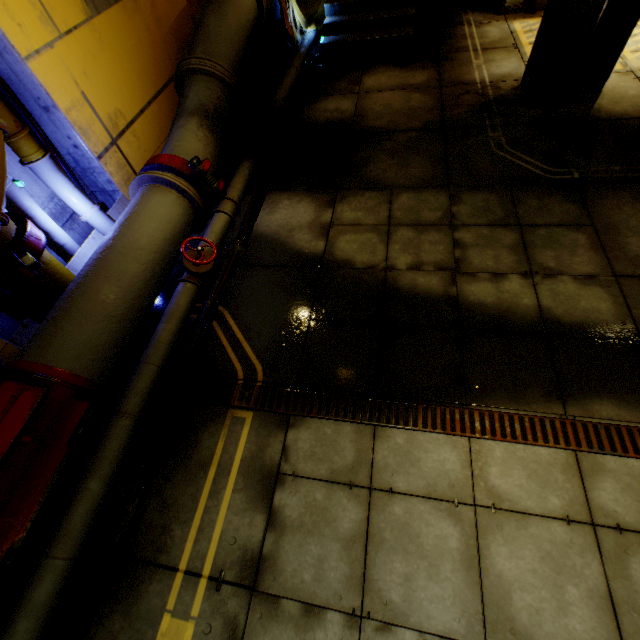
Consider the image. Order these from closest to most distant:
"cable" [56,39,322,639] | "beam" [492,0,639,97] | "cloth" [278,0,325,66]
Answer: "cable" [56,39,322,639]
"beam" [492,0,639,97]
"cloth" [278,0,325,66]

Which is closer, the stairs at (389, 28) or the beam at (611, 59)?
the beam at (611, 59)

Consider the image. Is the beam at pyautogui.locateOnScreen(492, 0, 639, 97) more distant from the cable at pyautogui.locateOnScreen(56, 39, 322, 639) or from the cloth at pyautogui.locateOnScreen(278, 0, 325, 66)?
the cloth at pyautogui.locateOnScreen(278, 0, 325, 66)

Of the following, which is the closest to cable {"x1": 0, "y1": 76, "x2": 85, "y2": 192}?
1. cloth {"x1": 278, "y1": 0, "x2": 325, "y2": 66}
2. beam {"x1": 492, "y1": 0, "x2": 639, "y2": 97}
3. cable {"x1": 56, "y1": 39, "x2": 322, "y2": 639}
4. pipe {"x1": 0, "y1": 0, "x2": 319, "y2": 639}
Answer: pipe {"x1": 0, "y1": 0, "x2": 319, "y2": 639}

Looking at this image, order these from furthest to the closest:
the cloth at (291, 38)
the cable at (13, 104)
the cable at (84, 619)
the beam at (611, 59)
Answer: the cloth at (291, 38) → the beam at (611, 59) → the cable at (13, 104) → the cable at (84, 619)

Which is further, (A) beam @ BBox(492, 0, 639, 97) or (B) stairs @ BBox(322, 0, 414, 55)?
(B) stairs @ BBox(322, 0, 414, 55)

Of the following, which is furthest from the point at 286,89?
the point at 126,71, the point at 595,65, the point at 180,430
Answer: the point at 180,430

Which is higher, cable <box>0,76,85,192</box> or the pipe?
cable <box>0,76,85,192</box>
